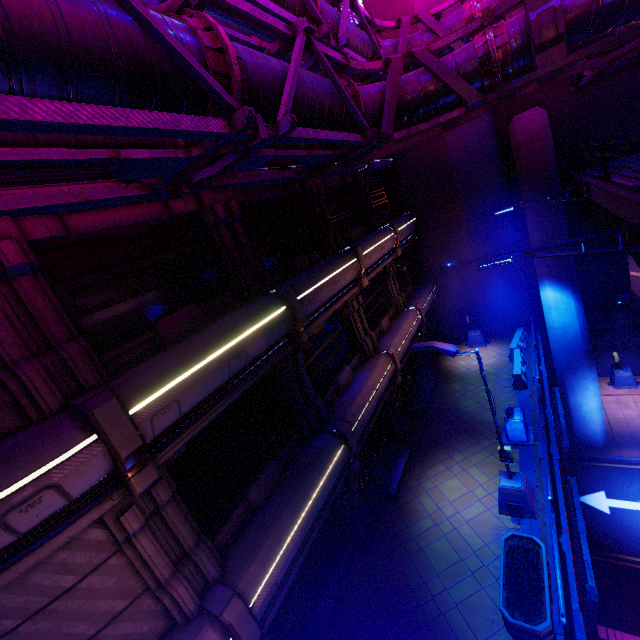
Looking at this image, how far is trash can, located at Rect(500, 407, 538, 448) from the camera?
12.39m

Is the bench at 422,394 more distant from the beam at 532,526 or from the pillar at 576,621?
the pillar at 576,621

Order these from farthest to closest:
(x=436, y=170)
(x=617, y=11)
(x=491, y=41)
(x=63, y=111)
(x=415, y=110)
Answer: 1. (x=436, y=170)
2. (x=415, y=110)
3. (x=491, y=41)
4. (x=617, y=11)
5. (x=63, y=111)

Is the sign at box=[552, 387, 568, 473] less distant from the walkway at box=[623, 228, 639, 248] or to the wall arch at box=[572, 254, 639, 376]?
the walkway at box=[623, 228, 639, 248]

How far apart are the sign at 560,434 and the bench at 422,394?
5.3m

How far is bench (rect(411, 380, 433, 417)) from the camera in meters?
16.0 m

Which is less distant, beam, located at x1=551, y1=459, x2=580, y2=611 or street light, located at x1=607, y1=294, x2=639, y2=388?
beam, located at x1=551, y1=459, x2=580, y2=611
